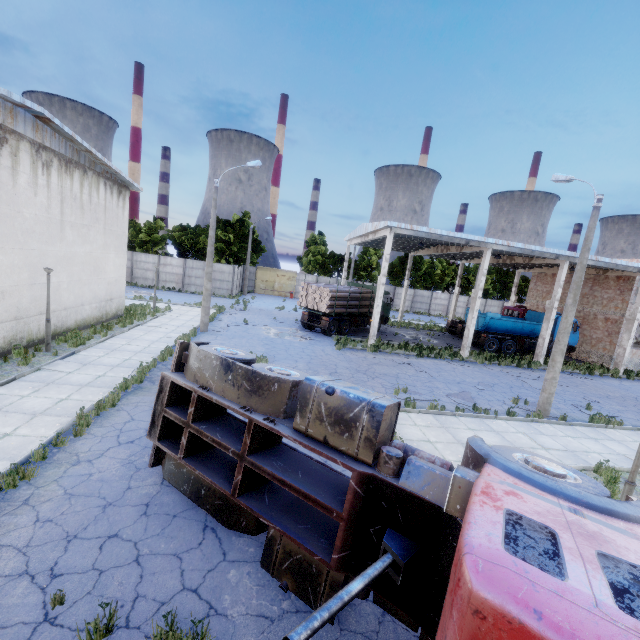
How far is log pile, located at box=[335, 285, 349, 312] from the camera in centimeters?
2280cm

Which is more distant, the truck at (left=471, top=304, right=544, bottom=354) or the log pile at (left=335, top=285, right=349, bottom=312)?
the truck at (left=471, top=304, right=544, bottom=354)

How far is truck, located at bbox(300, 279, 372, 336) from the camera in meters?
23.0 m

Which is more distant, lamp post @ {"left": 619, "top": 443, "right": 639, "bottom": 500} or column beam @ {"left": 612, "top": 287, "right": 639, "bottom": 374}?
column beam @ {"left": 612, "top": 287, "right": 639, "bottom": 374}

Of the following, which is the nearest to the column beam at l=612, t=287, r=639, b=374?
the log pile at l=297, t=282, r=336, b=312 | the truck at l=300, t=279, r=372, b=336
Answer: the truck at l=300, t=279, r=372, b=336

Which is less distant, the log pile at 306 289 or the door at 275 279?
the log pile at 306 289

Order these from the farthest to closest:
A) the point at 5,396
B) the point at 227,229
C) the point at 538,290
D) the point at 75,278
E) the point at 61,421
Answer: the point at 227,229
the point at 538,290
the point at 75,278
the point at 5,396
the point at 61,421

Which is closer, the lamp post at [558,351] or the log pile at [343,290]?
the lamp post at [558,351]
